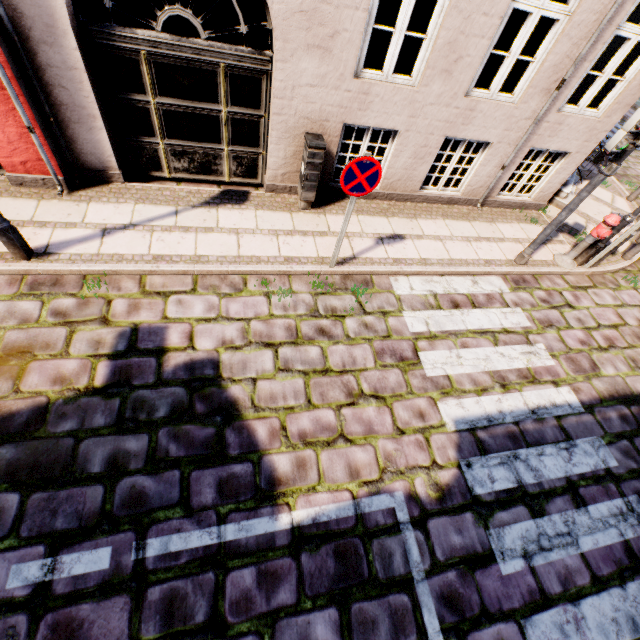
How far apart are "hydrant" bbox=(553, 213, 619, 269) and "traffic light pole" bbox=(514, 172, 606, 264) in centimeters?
89cm

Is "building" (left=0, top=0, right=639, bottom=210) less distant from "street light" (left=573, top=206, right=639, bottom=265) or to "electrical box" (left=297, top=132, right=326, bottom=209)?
"electrical box" (left=297, top=132, right=326, bottom=209)

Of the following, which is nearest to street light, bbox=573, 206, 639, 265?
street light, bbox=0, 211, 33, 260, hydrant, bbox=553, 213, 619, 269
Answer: hydrant, bbox=553, 213, 619, 269

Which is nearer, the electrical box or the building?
the building

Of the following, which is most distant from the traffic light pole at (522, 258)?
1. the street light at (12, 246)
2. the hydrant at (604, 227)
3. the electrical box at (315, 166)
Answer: the street light at (12, 246)

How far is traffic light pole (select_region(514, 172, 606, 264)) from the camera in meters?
5.1

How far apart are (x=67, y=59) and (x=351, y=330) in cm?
524

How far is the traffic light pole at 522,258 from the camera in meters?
5.1 m
